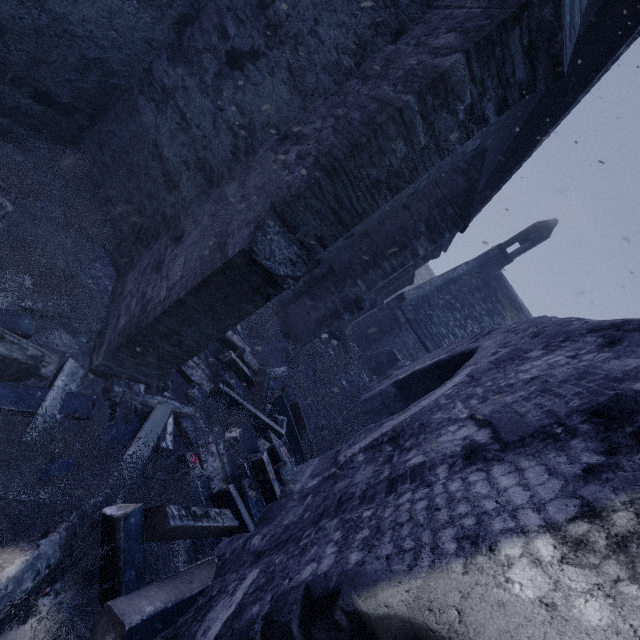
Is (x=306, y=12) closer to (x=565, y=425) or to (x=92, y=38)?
(x=92, y=38)

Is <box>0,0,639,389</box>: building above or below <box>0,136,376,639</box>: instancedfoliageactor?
above

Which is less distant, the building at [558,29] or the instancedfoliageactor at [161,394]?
the instancedfoliageactor at [161,394]

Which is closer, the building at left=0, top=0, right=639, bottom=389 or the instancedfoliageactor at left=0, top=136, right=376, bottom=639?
the instancedfoliageactor at left=0, top=136, right=376, bottom=639

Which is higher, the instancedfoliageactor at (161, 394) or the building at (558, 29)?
the building at (558, 29)
